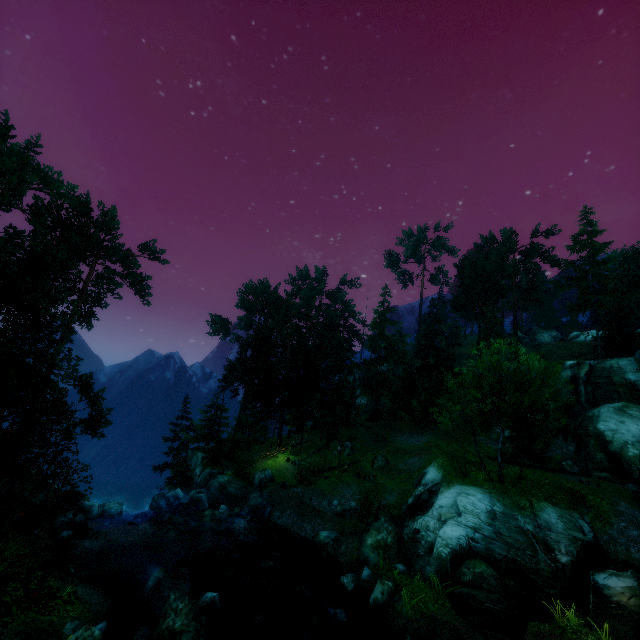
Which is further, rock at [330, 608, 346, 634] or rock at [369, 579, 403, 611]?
rock at [369, 579, 403, 611]

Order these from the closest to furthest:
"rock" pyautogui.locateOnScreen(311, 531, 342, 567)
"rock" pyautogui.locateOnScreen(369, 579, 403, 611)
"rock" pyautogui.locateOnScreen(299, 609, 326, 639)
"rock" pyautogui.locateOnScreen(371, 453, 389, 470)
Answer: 1. "rock" pyautogui.locateOnScreen(299, 609, 326, 639)
2. "rock" pyautogui.locateOnScreen(369, 579, 403, 611)
3. "rock" pyautogui.locateOnScreen(311, 531, 342, 567)
4. "rock" pyautogui.locateOnScreen(371, 453, 389, 470)

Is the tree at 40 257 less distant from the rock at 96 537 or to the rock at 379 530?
the rock at 96 537

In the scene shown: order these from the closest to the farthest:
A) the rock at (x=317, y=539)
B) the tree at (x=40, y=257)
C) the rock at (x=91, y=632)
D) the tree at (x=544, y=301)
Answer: the tree at (x=40, y=257), the rock at (x=91, y=632), the rock at (x=317, y=539), the tree at (x=544, y=301)

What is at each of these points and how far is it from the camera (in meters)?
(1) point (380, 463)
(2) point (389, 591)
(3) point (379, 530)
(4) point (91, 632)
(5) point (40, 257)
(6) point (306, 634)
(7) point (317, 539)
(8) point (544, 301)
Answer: (1) rock, 32.88
(2) rock, 15.66
(3) rock, 19.30
(4) rock, 10.11
(5) tree, 21.72
(6) rock, 13.98
(7) rock, 21.59
(8) tree, 49.28

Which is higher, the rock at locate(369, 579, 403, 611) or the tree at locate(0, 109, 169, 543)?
the tree at locate(0, 109, 169, 543)

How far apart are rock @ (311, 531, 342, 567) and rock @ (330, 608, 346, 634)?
5.68m

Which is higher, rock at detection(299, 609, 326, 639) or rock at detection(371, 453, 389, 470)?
rock at detection(371, 453, 389, 470)
